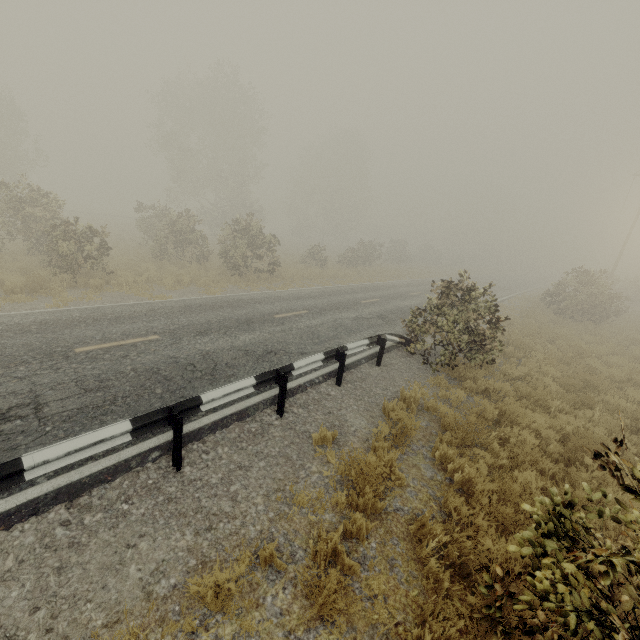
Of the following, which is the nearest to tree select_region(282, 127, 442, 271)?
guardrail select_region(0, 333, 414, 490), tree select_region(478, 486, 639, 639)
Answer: guardrail select_region(0, 333, 414, 490)

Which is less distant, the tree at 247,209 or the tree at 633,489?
the tree at 633,489

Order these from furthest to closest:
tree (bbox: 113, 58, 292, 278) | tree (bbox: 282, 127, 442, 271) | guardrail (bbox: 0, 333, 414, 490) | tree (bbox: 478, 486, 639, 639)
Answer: tree (bbox: 282, 127, 442, 271), tree (bbox: 113, 58, 292, 278), guardrail (bbox: 0, 333, 414, 490), tree (bbox: 478, 486, 639, 639)

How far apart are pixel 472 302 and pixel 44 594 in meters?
9.8

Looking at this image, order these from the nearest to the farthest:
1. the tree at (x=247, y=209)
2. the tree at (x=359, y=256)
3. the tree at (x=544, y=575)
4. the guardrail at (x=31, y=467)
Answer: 1. the tree at (x=544, y=575)
2. the guardrail at (x=31, y=467)
3. the tree at (x=247, y=209)
4. the tree at (x=359, y=256)

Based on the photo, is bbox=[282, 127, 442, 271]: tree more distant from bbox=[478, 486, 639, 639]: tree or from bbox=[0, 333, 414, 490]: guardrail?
bbox=[478, 486, 639, 639]: tree

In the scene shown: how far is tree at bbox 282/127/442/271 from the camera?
32.3m
